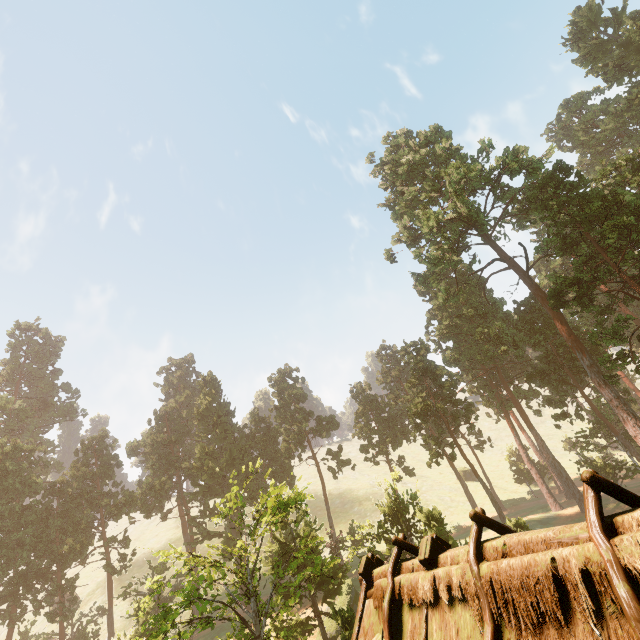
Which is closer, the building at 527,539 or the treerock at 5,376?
the building at 527,539

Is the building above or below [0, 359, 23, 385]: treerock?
below

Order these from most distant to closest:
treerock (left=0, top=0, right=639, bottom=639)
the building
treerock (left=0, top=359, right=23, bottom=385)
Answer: treerock (left=0, top=359, right=23, bottom=385) < treerock (left=0, top=0, right=639, bottom=639) < the building

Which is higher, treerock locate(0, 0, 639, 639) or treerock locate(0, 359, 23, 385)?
treerock locate(0, 359, 23, 385)

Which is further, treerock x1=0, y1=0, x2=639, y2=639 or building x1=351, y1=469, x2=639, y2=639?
treerock x1=0, y1=0, x2=639, y2=639

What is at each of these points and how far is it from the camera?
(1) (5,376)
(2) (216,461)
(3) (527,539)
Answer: (1) treerock, 58.00m
(2) treerock, 48.16m
(3) building, 3.77m

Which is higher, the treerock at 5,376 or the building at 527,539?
the treerock at 5,376
